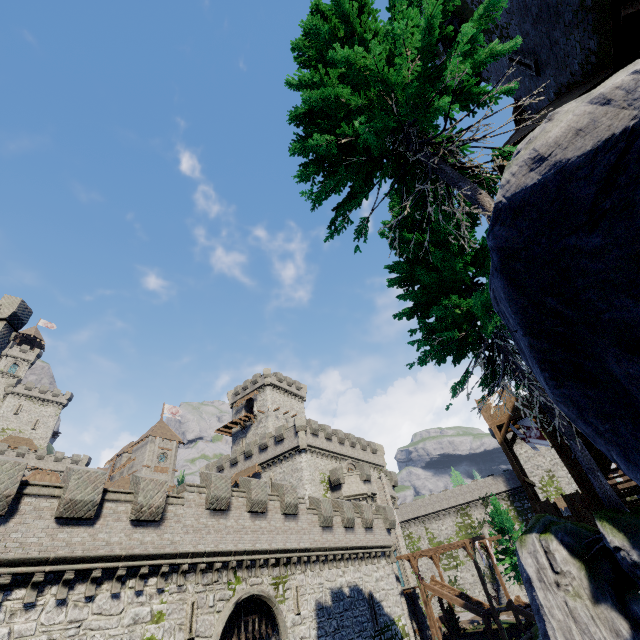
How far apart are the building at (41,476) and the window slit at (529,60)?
69.9m

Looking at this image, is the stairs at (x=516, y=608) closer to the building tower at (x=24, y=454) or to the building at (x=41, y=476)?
the building at (x=41, y=476)

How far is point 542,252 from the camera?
2.8 meters

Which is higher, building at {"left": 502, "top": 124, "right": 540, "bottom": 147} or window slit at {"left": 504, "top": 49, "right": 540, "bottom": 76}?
window slit at {"left": 504, "top": 49, "right": 540, "bottom": 76}

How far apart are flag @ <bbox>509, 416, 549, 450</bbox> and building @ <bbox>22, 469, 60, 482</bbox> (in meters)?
62.04

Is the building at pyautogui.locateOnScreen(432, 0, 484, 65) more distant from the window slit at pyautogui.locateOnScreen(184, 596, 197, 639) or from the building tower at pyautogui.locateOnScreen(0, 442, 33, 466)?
the building tower at pyautogui.locateOnScreen(0, 442, 33, 466)

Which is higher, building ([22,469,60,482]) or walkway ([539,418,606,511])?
building ([22,469,60,482])

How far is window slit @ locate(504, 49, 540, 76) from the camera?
11.2 meters
